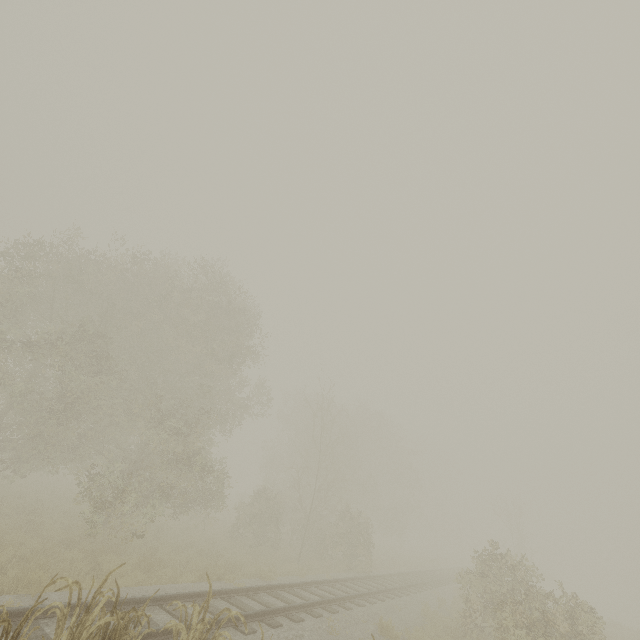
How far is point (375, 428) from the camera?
36.4m
